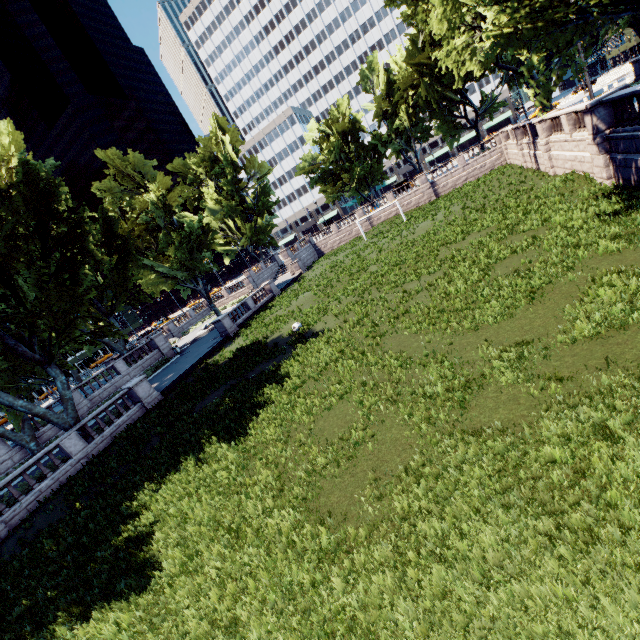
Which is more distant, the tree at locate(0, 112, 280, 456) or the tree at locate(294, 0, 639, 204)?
the tree at locate(0, 112, 280, 456)

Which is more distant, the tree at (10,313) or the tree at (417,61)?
the tree at (10,313)

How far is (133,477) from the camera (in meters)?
13.49
